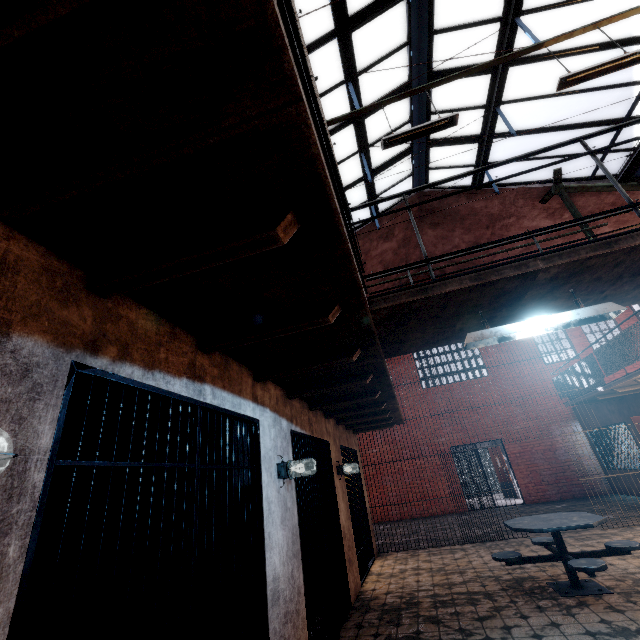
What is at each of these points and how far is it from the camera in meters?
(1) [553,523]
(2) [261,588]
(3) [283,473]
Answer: (1) table, 4.5 m
(2) metal bar, 2.7 m
(3) light fixture, 3.4 m

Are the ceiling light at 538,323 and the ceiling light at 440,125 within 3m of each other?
no

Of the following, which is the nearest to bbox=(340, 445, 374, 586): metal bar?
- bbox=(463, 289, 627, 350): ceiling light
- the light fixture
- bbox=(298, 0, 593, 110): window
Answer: the light fixture

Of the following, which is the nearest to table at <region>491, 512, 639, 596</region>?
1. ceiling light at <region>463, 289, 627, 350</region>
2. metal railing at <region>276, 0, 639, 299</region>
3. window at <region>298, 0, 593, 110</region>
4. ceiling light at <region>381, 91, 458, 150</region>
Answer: ceiling light at <region>463, 289, 627, 350</region>

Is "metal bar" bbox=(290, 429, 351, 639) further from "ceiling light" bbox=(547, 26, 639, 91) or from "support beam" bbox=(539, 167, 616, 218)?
"ceiling light" bbox=(547, 26, 639, 91)

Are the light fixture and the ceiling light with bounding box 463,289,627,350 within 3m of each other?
yes

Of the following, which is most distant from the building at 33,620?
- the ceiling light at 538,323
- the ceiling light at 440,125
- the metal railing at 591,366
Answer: the ceiling light at 440,125

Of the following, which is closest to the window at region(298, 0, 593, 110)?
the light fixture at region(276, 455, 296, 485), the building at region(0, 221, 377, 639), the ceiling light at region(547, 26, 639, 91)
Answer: the ceiling light at region(547, 26, 639, 91)
